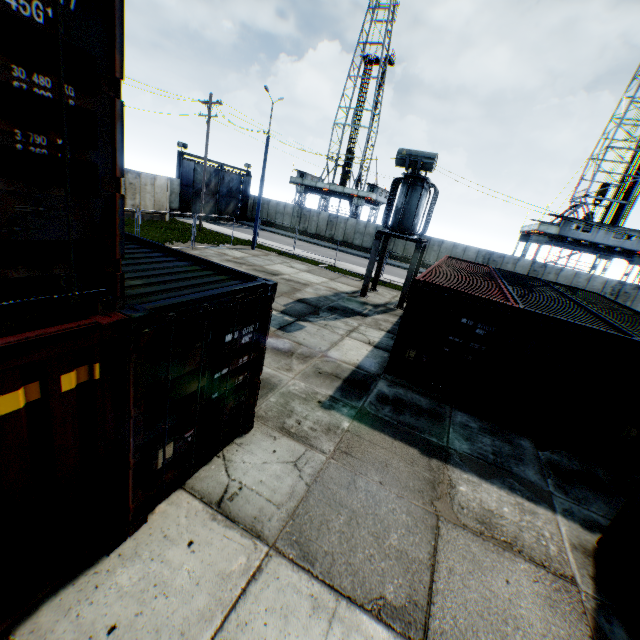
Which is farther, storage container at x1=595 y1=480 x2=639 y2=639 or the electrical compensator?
the electrical compensator

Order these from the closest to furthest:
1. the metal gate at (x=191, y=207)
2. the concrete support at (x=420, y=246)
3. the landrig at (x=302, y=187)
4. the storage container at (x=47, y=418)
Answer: the storage container at (x=47, y=418) → the concrete support at (x=420, y=246) → the metal gate at (x=191, y=207) → the landrig at (x=302, y=187)

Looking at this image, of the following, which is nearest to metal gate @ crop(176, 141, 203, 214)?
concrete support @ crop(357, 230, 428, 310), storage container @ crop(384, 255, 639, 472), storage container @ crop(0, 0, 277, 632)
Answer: concrete support @ crop(357, 230, 428, 310)

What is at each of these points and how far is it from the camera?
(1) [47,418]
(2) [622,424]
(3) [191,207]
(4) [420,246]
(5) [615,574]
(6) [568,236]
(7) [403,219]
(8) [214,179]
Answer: (1) storage container, 2.7m
(2) storage container, 7.6m
(3) metal gate, 33.6m
(4) concrete support, 16.1m
(5) storage container, 4.9m
(6) landrig, 32.2m
(7) electrical compensator, 15.8m
(8) metal gate, 35.3m

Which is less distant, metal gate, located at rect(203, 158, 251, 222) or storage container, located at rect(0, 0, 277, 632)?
storage container, located at rect(0, 0, 277, 632)

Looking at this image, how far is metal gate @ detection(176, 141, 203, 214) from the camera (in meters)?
30.98

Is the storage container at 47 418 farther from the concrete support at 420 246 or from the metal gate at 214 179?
the metal gate at 214 179

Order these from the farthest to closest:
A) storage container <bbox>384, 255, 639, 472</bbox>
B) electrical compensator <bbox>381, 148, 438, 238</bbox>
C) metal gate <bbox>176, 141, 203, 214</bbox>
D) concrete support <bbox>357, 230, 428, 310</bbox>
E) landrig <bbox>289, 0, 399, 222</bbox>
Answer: landrig <bbox>289, 0, 399, 222</bbox>
metal gate <bbox>176, 141, 203, 214</bbox>
concrete support <bbox>357, 230, 428, 310</bbox>
electrical compensator <bbox>381, 148, 438, 238</bbox>
storage container <bbox>384, 255, 639, 472</bbox>
